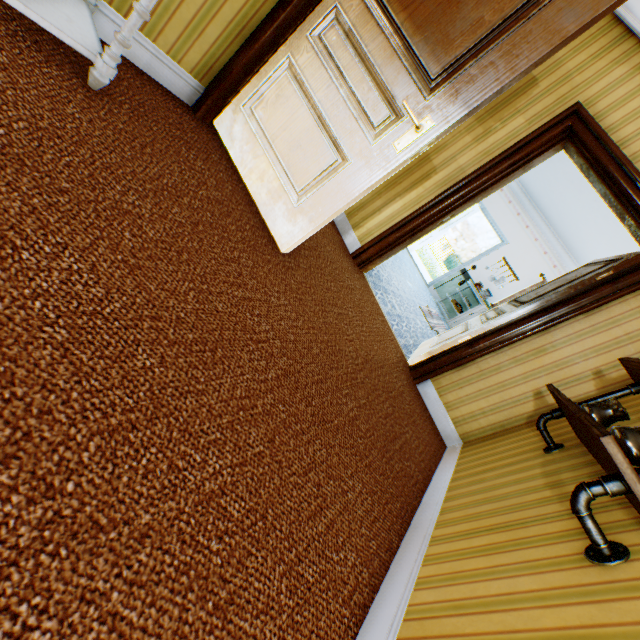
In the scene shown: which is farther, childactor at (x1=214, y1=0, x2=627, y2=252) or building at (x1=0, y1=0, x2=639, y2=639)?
childactor at (x1=214, y1=0, x2=627, y2=252)

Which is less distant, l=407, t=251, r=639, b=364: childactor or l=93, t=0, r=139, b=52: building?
l=93, t=0, r=139, b=52: building

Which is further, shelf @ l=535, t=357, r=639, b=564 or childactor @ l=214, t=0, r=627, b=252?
childactor @ l=214, t=0, r=627, b=252

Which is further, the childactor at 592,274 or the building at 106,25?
the childactor at 592,274

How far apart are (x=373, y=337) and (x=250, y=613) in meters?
2.3

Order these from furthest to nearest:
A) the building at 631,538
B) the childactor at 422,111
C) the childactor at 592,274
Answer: the childactor at 592,274 < the childactor at 422,111 < the building at 631,538

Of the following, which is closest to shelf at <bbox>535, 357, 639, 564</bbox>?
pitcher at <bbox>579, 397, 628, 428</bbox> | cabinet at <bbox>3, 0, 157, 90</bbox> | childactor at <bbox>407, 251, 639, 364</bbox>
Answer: pitcher at <bbox>579, 397, 628, 428</bbox>

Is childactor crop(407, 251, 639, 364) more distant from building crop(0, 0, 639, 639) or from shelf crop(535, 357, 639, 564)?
shelf crop(535, 357, 639, 564)
